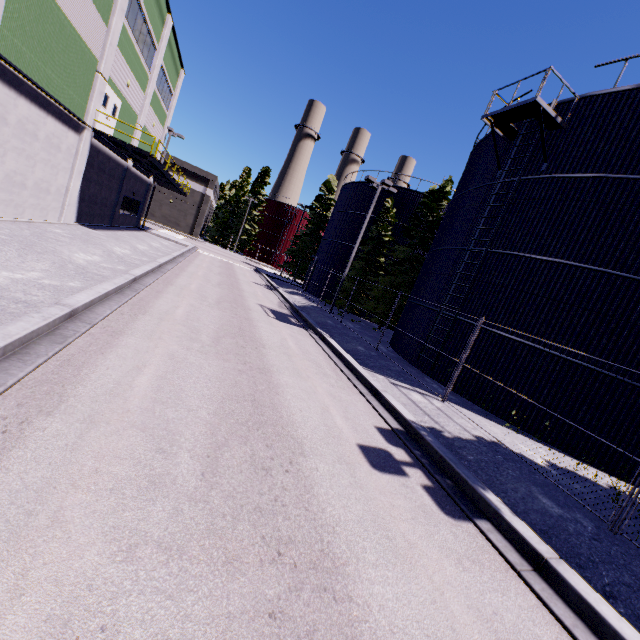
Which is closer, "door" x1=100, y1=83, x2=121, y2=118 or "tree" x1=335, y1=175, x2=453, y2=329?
"door" x1=100, y1=83, x2=121, y2=118

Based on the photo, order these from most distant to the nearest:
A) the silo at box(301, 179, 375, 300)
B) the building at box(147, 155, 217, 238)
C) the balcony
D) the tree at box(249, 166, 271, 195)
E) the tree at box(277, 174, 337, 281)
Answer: the tree at box(249, 166, 271, 195), the building at box(147, 155, 217, 238), the tree at box(277, 174, 337, 281), the silo at box(301, 179, 375, 300), the balcony

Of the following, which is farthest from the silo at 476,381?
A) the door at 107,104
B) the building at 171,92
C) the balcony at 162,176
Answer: the door at 107,104

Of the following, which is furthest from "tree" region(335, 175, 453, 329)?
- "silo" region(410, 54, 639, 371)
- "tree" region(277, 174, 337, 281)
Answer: "tree" region(277, 174, 337, 281)

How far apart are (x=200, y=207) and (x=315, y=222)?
24.1 meters

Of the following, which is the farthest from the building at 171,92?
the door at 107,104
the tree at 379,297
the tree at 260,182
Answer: the tree at 379,297

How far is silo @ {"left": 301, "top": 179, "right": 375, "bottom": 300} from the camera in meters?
30.8

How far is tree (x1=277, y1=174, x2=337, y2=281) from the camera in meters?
41.3
